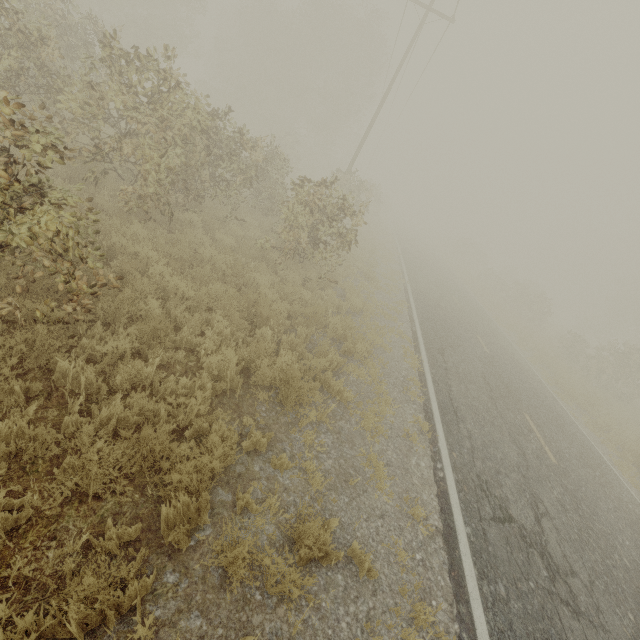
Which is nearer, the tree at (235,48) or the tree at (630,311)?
the tree at (235,48)

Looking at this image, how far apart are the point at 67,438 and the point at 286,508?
2.53m

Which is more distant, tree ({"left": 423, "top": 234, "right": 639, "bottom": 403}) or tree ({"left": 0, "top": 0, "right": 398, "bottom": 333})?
tree ({"left": 423, "top": 234, "right": 639, "bottom": 403})
